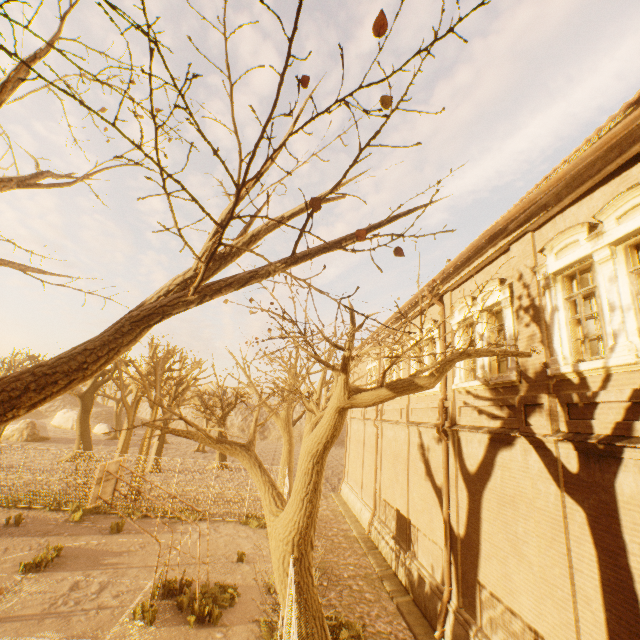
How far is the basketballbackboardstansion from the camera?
9.5m

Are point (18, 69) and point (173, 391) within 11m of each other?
no

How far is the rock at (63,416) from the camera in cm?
5178

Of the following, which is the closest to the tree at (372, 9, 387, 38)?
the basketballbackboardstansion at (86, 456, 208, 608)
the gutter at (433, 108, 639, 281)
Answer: the gutter at (433, 108, 639, 281)

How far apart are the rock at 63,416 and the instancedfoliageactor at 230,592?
55.4m

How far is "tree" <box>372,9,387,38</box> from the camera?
1.62m

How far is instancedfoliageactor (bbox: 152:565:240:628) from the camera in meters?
9.1 m

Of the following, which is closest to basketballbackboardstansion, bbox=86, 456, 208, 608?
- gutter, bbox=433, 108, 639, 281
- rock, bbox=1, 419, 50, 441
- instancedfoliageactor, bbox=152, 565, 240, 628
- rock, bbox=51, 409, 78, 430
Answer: instancedfoliageactor, bbox=152, 565, 240, 628
